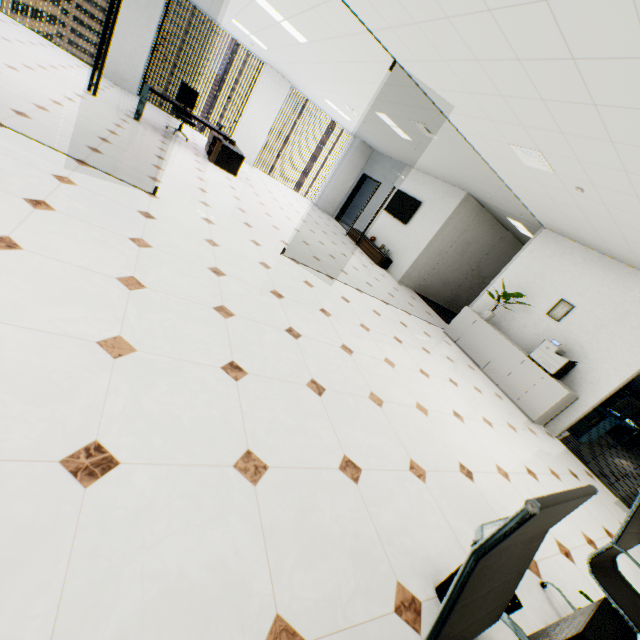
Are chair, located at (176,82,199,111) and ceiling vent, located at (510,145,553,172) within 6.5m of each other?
no

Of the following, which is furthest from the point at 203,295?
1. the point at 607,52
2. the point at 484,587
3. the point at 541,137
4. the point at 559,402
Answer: the point at 559,402

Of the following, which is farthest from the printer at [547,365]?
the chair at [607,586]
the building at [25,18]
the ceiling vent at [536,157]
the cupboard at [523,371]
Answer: the building at [25,18]

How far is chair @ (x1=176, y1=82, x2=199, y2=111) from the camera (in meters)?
8.17

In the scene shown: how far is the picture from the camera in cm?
611

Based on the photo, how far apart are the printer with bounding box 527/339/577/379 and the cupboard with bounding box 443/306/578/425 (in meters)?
0.04

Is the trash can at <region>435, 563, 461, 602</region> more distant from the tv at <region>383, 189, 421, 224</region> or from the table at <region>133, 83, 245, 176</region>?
the tv at <region>383, 189, 421, 224</region>

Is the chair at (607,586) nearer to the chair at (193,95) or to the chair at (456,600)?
the chair at (456,600)
